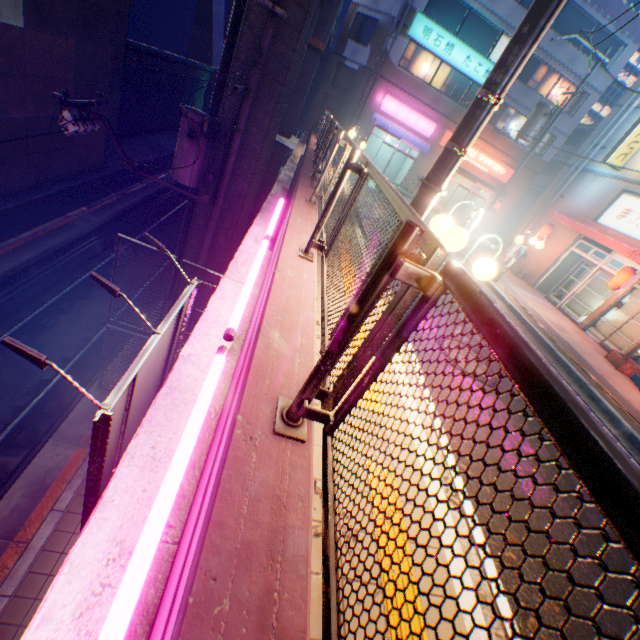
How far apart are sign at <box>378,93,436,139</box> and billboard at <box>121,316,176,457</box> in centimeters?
2503cm

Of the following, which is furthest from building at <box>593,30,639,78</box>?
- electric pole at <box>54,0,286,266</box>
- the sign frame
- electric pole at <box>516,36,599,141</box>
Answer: the sign frame

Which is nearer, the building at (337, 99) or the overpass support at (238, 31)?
the overpass support at (238, 31)

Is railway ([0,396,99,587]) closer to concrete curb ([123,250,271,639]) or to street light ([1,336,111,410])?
street light ([1,336,111,410])

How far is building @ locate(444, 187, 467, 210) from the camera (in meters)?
30.33

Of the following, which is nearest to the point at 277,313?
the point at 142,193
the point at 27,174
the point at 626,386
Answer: the point at 626,386

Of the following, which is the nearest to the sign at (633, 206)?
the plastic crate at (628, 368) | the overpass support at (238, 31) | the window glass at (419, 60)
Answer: the plastic crate at (628, 368)

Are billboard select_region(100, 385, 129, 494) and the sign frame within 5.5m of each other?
yes
